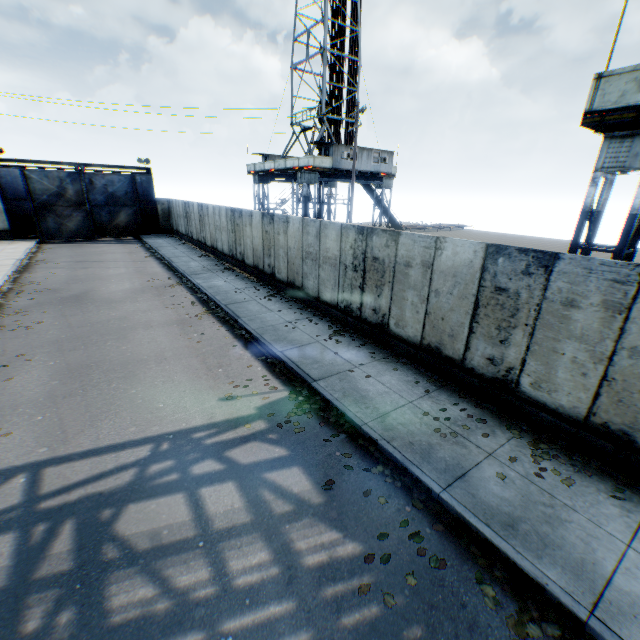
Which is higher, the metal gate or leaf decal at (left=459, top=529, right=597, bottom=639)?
the metal gate

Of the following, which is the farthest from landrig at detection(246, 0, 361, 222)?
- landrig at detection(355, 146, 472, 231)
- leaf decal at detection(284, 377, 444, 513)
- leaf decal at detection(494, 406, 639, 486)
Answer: leaf decal at detection(494, 406, 639, 486)

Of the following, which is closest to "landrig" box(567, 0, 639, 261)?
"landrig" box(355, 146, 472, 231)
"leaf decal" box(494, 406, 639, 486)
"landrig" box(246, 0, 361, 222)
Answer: "leaf decal" box(494, 406, 639, 486)

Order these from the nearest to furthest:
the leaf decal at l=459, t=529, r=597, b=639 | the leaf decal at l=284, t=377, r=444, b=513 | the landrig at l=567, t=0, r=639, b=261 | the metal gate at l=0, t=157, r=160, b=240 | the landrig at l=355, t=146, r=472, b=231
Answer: the leaf decal at l=459, t=529, r=597, b=639, the leaf decal at l=284, t=377, r=444, b=513, the landrig at l=567, t=0, r=639, b=261, the metal gate at l=0, t=157, r=160, b=240, the landrig at l=355, t=146, r=472, b=231

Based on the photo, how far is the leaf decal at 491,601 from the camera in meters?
3.8

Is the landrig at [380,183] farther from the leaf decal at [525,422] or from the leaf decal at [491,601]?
the leaf decal at [525,422]

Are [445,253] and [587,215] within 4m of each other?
no

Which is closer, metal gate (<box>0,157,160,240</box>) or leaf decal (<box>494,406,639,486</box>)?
leaf decal (<box>494,406,639,486</box>)
